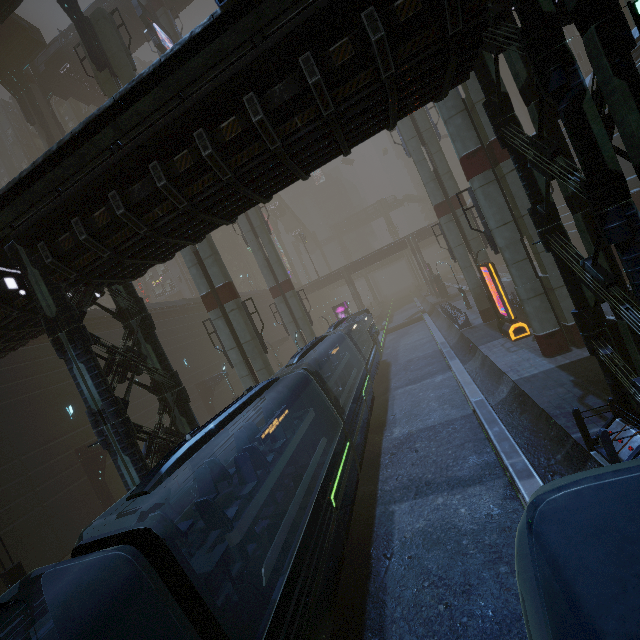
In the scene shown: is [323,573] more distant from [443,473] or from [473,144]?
[473,144]

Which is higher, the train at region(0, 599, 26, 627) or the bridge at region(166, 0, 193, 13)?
the bridge at region(166, 0, 193, 13)

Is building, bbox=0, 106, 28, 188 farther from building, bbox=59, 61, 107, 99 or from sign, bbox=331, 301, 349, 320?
building, bbox=59, 61, 107, 99

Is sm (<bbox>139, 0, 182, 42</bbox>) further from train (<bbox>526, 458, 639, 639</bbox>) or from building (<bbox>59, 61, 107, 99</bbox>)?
building (<bbox>59, 61, 107, 99</bbox>)

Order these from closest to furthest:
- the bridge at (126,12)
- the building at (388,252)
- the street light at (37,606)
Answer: the street light at (37,606) < the bridge at (126,12) < the building at (388,252)

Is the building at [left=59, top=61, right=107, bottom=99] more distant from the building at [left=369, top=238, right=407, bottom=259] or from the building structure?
the building structure

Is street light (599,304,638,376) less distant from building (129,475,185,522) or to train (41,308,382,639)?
building (129,475,185,522)

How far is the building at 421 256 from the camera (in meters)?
49.52
